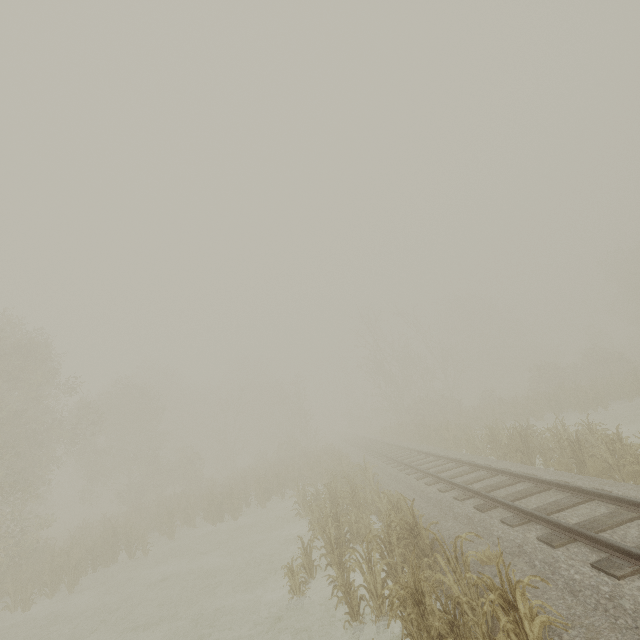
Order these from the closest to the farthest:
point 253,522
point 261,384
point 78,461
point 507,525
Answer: point 507,525, point 253,522, point 78,461, point 261,384
